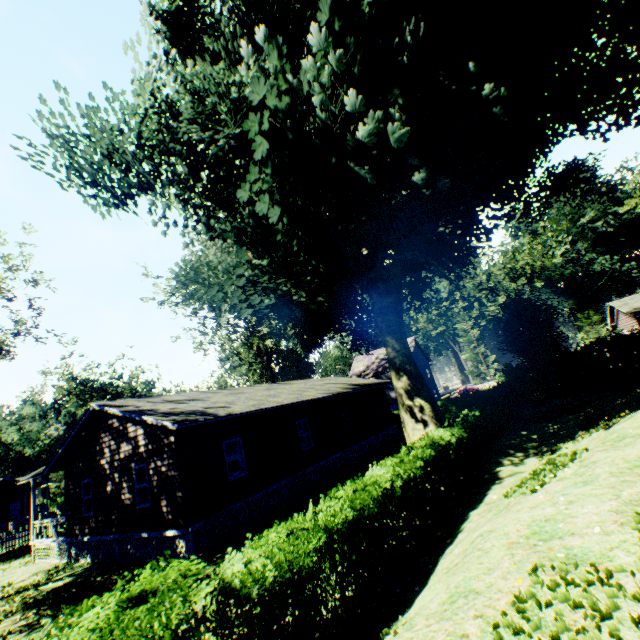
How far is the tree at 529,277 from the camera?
44.2m

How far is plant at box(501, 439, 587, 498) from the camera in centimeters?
582cm

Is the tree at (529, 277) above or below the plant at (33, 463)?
above

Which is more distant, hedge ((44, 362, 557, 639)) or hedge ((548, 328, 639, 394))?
hedge ((548, 328, 639, 394))

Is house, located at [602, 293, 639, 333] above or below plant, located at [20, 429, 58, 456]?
below

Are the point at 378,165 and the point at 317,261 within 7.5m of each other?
yes

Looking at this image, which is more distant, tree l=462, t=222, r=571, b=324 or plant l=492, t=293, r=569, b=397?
tree l=462, t=222, r=571, b=324

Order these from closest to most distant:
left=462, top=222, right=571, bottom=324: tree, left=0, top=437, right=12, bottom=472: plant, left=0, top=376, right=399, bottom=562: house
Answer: left=0, top=376, right=399, bottom=562: house < left=462, top=222, right=571, bottom=324: tree < left=0, top=437, right=12, bottom=472: plant
